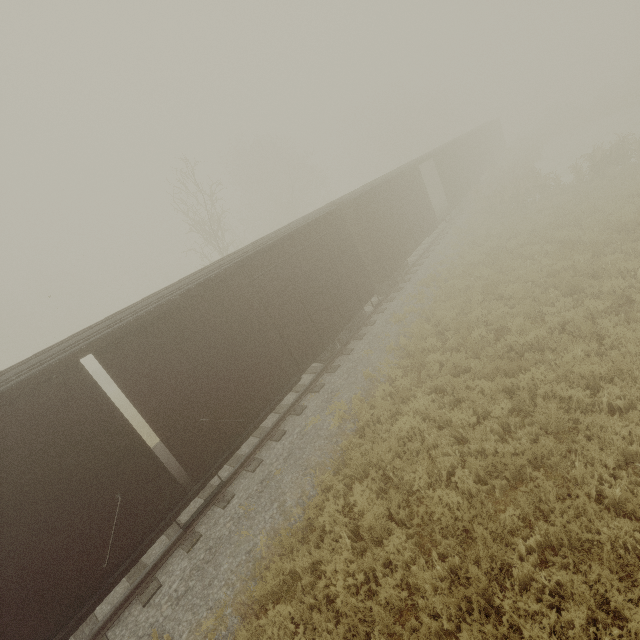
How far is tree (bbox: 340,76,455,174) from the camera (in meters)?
43.12

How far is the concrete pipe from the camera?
30.62m

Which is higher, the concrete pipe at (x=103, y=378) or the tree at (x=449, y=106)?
the tree at (x=449, y=106)

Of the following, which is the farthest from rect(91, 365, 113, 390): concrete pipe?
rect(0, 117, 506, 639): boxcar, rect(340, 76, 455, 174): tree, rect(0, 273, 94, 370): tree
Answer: rect(340, 76, 455, 174): tree

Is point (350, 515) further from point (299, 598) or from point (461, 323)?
point (461, 323)

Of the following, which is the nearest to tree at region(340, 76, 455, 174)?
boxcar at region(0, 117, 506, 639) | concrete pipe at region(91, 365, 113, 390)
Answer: boxcar at region(0, 117, 506, 639)

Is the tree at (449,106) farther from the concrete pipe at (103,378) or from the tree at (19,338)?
the concrete pipe at (103,378)

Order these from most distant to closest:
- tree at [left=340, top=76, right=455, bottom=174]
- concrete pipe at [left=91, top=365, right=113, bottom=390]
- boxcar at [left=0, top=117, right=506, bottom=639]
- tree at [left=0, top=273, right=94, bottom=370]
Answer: tree at [left=0, top=273, right=94, bottom=370] < tree at [left=340, top=76, right=455, bottom=174] < concrete pipe at [left=91, top=365, right=113, bottom=390] < boxcar at [left=0, top=117, right=506, bottom=639]
